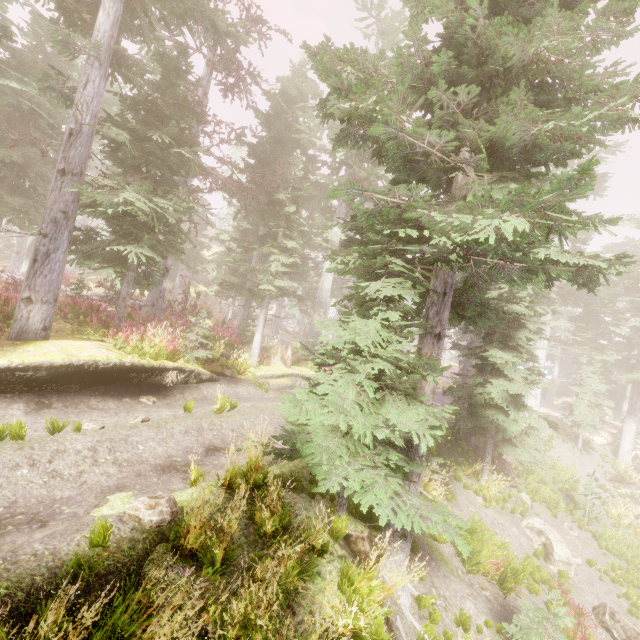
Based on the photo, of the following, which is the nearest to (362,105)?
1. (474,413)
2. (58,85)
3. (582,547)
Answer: (474,413)

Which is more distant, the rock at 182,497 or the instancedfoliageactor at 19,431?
the instancedfoliageactor at 19,431

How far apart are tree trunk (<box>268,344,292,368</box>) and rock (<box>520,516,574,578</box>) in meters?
11.9

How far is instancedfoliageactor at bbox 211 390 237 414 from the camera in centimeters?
915cm

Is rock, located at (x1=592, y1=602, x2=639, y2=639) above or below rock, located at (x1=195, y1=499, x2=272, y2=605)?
below

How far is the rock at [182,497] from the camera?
5.0 meters

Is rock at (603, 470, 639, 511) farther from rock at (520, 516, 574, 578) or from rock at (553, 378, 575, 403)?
rock at (553, 378, 575, 403)

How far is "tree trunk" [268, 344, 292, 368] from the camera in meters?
16.0 m
